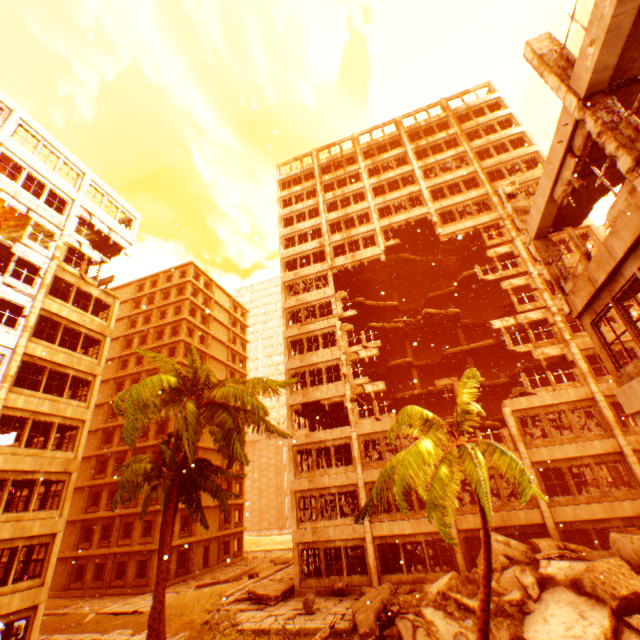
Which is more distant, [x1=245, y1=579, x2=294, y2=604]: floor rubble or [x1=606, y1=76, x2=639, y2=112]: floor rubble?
[x1=245, y1=579, x2=294, y2=604]: floor rubble

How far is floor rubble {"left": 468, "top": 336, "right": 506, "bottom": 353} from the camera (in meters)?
27.09

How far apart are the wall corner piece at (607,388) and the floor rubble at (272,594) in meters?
22.3 m

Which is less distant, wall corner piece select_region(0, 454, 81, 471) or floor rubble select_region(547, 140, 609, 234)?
floor rubble select_region(547, 140, 609, 234)

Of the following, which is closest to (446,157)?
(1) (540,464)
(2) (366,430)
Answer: (2) (366,430)

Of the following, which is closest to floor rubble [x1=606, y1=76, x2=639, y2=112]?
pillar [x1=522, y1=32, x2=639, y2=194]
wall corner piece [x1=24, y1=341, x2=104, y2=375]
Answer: pillar [x1=522, y1=32, x2=639, y2=194]

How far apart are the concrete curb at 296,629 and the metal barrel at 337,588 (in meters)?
4.44

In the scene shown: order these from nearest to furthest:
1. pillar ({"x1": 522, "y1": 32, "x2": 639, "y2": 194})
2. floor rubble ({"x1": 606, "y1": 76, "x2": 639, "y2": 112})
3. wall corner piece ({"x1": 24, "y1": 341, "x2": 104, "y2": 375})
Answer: pillar ({"x1": 522, "y1": 32, "x2": 639, "y2": 194})
floor rubble ({"x1": 606, "y1": 76, "x2": 639, "y2": 112})
wall corner piece ({"x1": 24, "y1": 341, "x2": 104, "y2": 375})
